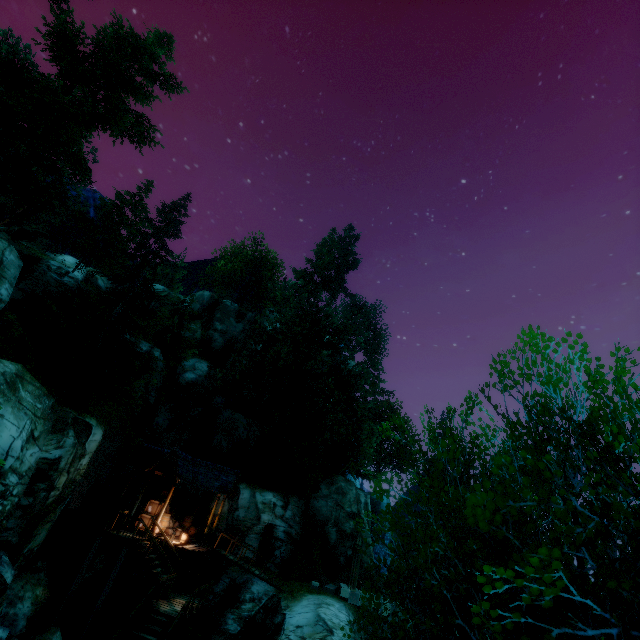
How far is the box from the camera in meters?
19.2 m

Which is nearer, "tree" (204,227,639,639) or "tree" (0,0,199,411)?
"tree" (204,227,639,639)

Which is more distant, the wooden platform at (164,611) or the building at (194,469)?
the building at (194,469)

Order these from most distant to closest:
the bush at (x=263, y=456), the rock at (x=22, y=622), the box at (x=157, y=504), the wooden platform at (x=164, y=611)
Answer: the bush at (x=263, y=456), the box at (x=157, y=504), the wooden platform at (x=164, y=611), the rock at (x=22, y=622)

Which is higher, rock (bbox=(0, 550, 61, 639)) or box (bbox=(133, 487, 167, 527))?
box (bbox=(133, 487, 167, 527))

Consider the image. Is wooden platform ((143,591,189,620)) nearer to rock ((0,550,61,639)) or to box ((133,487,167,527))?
box ((133,487,167,527))

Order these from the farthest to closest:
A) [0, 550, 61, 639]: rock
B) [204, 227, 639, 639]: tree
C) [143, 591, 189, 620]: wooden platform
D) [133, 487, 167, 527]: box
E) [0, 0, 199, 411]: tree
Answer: [133, 487, 167, 527]: box
[0, 0, 199, 411]: tree
[143, 591, 189, 620]: wooden platform
[0, 550, 61, 639]: rock
[204, 227, 639, 639]: tree

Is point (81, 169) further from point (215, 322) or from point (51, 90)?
point (215, 322)
